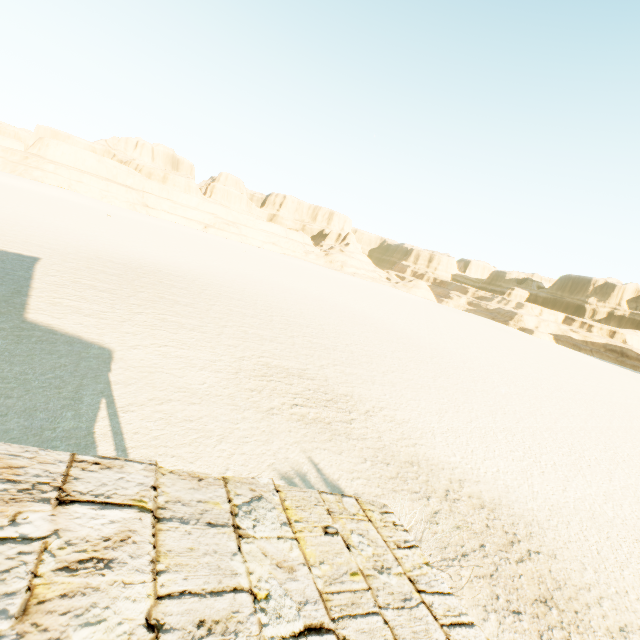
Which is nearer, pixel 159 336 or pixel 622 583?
pixel 622 583
